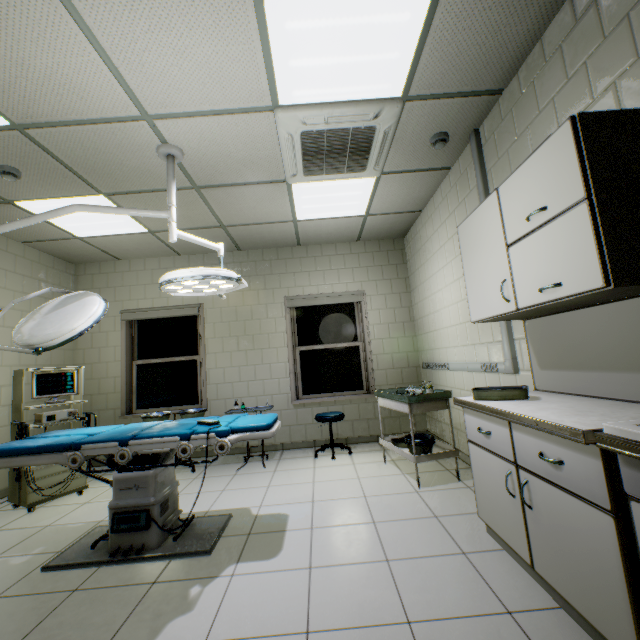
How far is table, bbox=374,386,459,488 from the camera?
3.2m

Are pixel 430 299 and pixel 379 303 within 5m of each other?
yes

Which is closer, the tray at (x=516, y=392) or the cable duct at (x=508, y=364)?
the tray at (x=516, y=392)

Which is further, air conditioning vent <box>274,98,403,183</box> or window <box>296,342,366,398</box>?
window <box>296,342,366,398</box>

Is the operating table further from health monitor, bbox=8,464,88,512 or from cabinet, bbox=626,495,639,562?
cabinet, bbox=626,495,639,562

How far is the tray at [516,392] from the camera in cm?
203

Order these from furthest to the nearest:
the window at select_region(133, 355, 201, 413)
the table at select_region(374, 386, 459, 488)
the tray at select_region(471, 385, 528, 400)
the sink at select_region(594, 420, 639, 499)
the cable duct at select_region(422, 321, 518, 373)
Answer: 1. the window at select_region(133, 355, 201, 413)
2. the table at select_region(374, 386, 459, 488)
3. the cable duct at select_region(422, 321, 518, 373)
4. the tray at select_region(471, 385, 528, 400)
5. the sink at select_region(594, 420, 639, 499)

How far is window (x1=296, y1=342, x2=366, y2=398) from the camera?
5.3m
